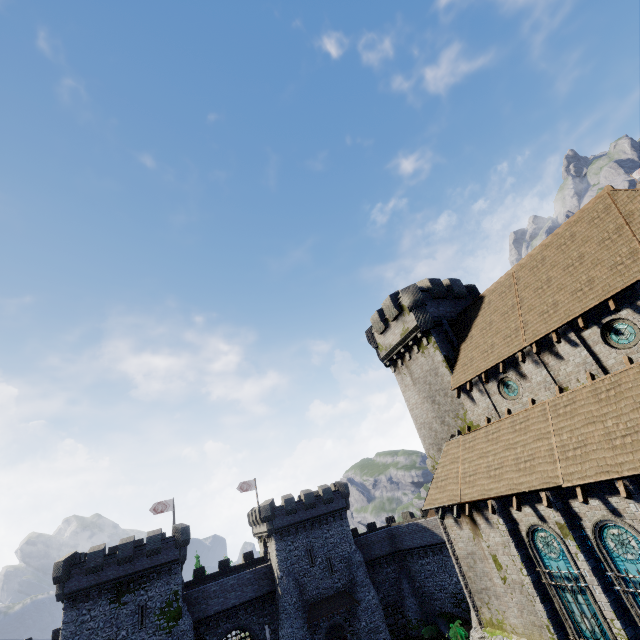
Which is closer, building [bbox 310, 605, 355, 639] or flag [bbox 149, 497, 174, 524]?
building [bbox 310, 605, 355, 639]

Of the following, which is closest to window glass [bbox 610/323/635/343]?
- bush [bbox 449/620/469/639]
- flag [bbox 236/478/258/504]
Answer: bush [bbox 449/620/469/639]

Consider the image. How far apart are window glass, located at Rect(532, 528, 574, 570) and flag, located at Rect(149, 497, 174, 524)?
43.2 meters

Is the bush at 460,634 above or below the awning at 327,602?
below

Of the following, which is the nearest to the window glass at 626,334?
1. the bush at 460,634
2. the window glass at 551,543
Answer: the window glass at 551,543

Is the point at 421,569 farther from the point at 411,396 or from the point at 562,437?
→ the point at 562,437

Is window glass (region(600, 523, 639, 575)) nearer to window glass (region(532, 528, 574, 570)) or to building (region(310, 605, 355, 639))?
window glass (region(532, 528, 574, 570))

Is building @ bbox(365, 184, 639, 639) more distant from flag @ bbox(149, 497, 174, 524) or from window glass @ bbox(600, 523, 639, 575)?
flag @ bbox(149, 497, 174, 524)
